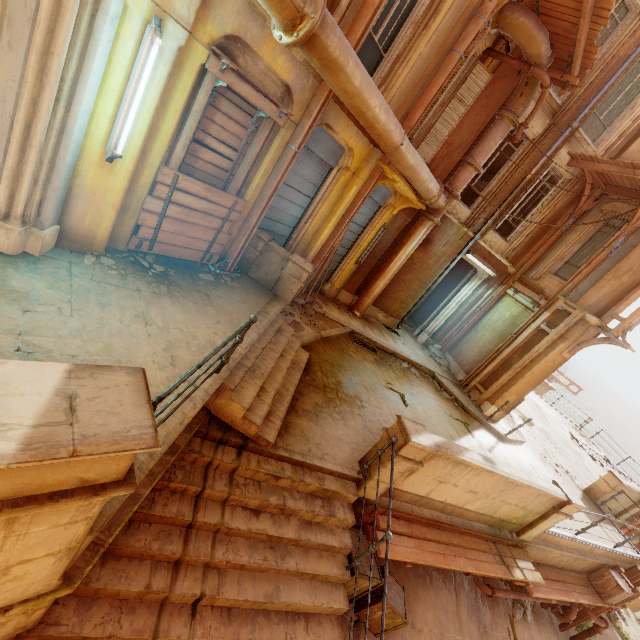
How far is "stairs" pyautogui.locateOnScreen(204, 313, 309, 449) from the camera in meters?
4.5

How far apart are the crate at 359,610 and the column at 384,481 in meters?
0.5

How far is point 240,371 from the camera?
4.8m

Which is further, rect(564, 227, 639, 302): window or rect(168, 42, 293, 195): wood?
rect(564, 227, 639, 302): window

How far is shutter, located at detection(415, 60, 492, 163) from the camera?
8.5 meters

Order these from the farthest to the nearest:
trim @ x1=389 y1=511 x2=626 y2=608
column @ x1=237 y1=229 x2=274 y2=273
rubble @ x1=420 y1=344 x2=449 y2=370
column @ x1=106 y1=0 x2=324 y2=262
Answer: rubble @ x1=420 y1=344 x2=449 y2=370 < column @ x1=237 y1=229 x2=274 y2=273 < trim @ x1=389 y1=511 x2=626 y2=608 < column @ x1=106 y1=0 x2=324 y2=262

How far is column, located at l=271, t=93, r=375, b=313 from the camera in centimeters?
629cm

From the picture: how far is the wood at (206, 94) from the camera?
4.47m
